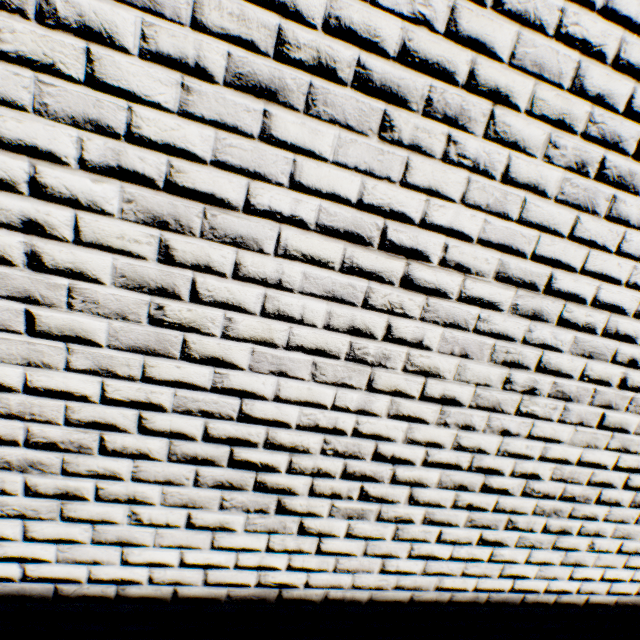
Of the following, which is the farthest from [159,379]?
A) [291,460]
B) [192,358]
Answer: [291,460]
